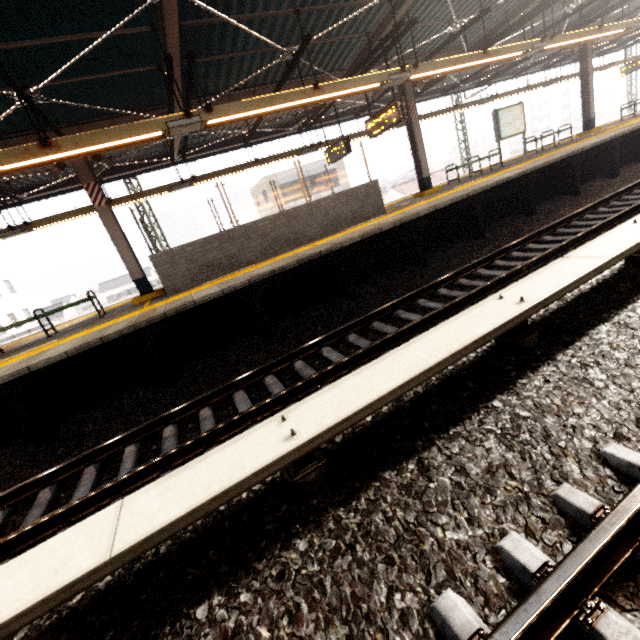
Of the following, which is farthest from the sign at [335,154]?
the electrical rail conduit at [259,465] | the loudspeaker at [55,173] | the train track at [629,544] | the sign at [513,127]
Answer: the train track at [629,544]

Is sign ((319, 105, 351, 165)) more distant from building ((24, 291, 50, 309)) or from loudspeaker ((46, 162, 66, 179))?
building ((24, 291, 50, 309))

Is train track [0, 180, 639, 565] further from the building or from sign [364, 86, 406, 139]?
the building

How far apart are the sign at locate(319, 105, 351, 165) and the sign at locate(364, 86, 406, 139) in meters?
1.4 m

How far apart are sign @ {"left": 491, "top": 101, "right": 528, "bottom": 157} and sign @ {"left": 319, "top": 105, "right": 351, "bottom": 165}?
6.04m

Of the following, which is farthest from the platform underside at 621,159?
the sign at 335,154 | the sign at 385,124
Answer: the sign at 335,154

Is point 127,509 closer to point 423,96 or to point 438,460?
point 438,460

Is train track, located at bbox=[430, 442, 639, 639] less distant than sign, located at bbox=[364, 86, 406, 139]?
Yes
